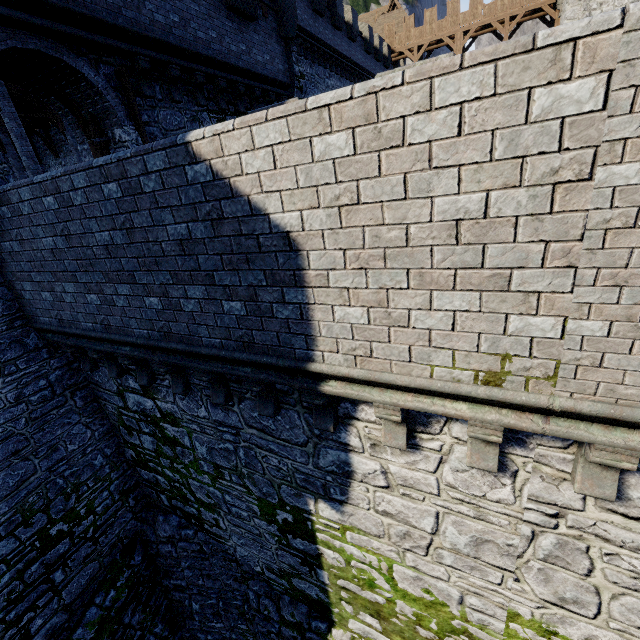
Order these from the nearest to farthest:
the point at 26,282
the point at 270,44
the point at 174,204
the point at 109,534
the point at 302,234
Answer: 1. the point at 302,234
2. the point at 174,204
3. the point at 26,282
4. the point at 109,534
5. the point at 270,44

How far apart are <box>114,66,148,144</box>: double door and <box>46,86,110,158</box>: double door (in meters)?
0.71

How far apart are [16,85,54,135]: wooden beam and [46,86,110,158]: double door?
11.40m

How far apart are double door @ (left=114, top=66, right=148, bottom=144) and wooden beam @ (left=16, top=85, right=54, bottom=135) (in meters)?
12.88

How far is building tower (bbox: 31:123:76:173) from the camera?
19.1 meters

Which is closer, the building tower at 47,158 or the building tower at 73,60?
the building tower at 73,60

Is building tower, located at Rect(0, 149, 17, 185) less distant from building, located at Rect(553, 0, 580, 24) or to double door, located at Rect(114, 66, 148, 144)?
double door, located at Rect(114, 66, 148, 144)

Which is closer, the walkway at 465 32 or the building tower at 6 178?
the building tower at 6 178
